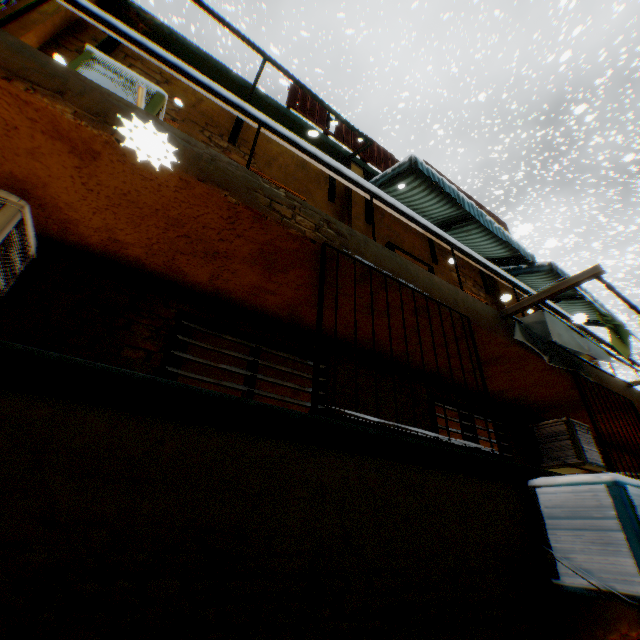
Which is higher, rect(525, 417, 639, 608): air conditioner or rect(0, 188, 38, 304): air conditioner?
rect(0, 188, 38, 304): air conditioner

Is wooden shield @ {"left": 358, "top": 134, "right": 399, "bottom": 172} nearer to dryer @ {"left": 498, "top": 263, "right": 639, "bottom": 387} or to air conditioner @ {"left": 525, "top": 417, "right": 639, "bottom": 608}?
dryer @ {"left": 498, "top": 263, "right": 639, "bottom": 387}

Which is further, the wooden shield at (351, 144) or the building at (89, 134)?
the wooden shield at (351, 144)

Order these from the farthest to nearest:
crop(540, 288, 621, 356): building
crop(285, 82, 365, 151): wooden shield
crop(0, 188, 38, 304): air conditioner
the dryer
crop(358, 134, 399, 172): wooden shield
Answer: crop(358, 134, 399, 172): wooden shield < crop(285, 82, 365, 151): wooden shield < crop(540, 288, 621, 356): building < the dryer < crop(0, 188, 38, 304): air conditioner

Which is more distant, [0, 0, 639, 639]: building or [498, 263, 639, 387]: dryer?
[498, 263, 639, 387]: dryer

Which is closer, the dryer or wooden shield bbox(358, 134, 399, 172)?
the dryer

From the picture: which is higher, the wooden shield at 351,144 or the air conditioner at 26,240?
the wooden shield at 351,144

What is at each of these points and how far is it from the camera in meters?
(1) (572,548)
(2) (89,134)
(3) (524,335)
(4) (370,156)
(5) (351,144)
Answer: (1) air conditioner, 2.7
(2) building, 2.3
(3) dryer, 4.6
(4) wooden shield, 8.0
(5) wooden shield, 7.7
